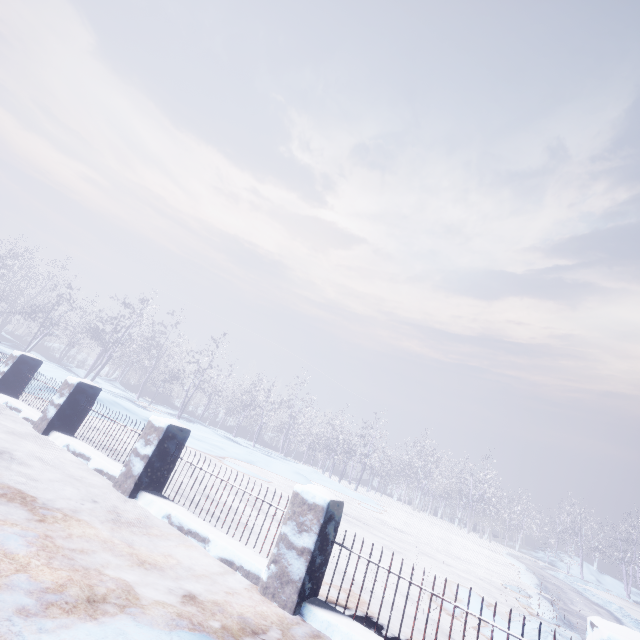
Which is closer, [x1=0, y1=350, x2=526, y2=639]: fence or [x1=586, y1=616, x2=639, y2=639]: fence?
[x1=586, y1=616, x2=639, y2=639]: fence

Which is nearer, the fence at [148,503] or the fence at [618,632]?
the fence at [618,632]

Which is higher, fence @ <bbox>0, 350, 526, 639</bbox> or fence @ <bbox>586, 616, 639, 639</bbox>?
fence @ <bbox>586, 616, 639, 639</bbox>

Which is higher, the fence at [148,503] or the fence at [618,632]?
the fence at [618,632]

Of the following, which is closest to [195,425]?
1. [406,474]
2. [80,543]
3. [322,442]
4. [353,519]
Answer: [353,519]
